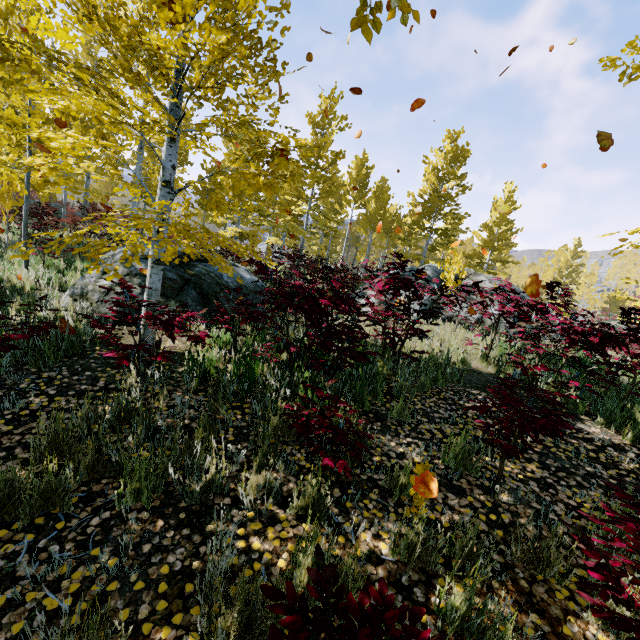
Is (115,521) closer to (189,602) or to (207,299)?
(189,602)

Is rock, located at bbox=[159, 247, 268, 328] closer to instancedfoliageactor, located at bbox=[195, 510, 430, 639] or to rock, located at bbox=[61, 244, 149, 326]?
instancedfoliageactor, located at bbox=[195, 510, 430, 639]

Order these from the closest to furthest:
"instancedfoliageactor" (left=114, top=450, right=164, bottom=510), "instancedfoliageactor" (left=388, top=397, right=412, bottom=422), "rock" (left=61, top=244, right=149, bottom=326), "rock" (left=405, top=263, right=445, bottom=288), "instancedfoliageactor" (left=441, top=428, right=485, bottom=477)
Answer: "instancedfoliageactor" (left=114, top=450, right=164, bottom=510)
"instancedfoliageactor" (left=441, top=428, right=485, bottom=477)
"instancedfoliageactor" (left=388, top=397, right=412, bottom=422)
"rock" (left=61, top=244, right=149, bottom=326)
"rock" (left=405, top=263, right=445, bottom=288)

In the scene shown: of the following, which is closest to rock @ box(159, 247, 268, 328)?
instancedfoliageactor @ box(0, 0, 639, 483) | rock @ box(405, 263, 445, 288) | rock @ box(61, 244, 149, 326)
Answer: instancedfoliageactor @ box(0, 0, 639, 483)

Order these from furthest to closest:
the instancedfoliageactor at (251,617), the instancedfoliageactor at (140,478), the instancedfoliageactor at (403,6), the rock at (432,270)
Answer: the rock at (432,270) < the instancedfoliageactor at (140,478) < the instancedfoliageactor at (403,6) < the instancedfoliageactor at (251,617)

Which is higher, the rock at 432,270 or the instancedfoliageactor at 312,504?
the rock at 432,270

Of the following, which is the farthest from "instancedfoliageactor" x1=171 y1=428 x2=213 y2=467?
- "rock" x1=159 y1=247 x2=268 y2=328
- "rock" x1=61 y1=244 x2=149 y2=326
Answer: "rock" x1=159 y1=247 x2=268 y2=328

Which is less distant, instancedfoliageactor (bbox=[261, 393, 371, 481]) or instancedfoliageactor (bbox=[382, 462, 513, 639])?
instancedfoliageactor (bbox=[382, 462, 513, 639])
